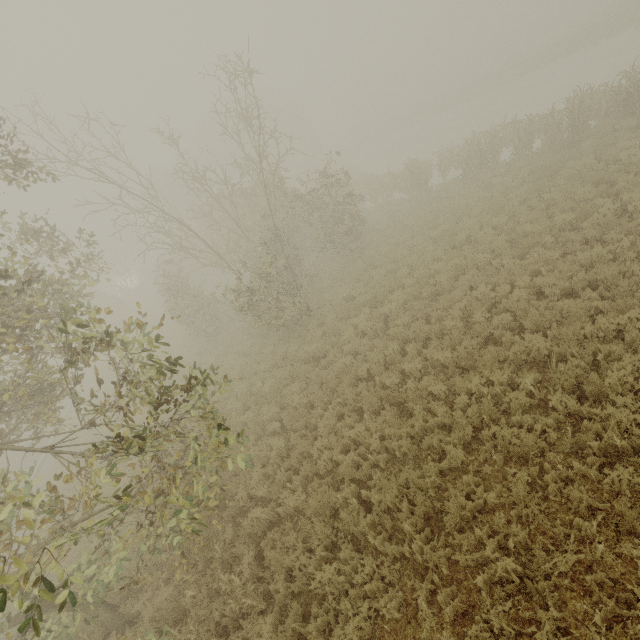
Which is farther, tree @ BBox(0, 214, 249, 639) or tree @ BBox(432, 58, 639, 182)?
tree @ BBox(432, 58, 639, 182)

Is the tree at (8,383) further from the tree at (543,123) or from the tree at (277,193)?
the tree at (543,123)

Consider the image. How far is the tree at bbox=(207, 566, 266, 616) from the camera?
6.02m

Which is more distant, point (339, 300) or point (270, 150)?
point (270, 150)

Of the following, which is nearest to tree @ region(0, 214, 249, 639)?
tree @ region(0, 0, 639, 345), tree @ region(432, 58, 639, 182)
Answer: tree @ region(0, 0, 639, 345)
